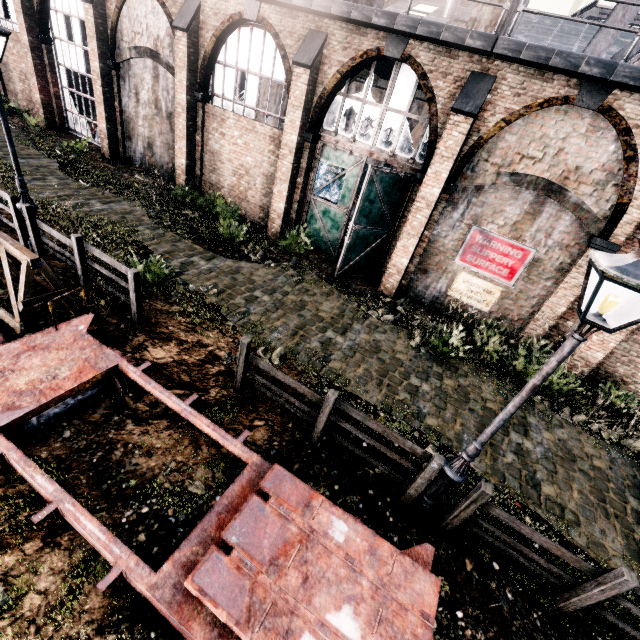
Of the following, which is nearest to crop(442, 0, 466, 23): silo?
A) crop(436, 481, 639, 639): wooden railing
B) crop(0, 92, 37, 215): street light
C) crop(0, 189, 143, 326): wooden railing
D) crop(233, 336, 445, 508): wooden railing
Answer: crop(0, 92, 37, 215): street light

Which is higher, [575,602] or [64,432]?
[575,602]

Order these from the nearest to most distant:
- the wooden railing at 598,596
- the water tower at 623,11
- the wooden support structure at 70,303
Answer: the wooden railing at 598,596 < the wooden support structure at 70,303 < the water tower at 623,11

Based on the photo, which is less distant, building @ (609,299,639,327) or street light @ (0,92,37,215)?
street light @ (0,92,37,215)

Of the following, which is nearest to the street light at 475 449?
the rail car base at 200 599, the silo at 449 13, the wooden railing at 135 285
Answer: the rail car base at 200 599

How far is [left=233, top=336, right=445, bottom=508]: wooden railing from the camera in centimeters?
582cm

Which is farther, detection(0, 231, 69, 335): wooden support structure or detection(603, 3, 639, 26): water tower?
detection(603, 3, 639, 26): water tower

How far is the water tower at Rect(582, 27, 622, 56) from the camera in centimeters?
1048cm
